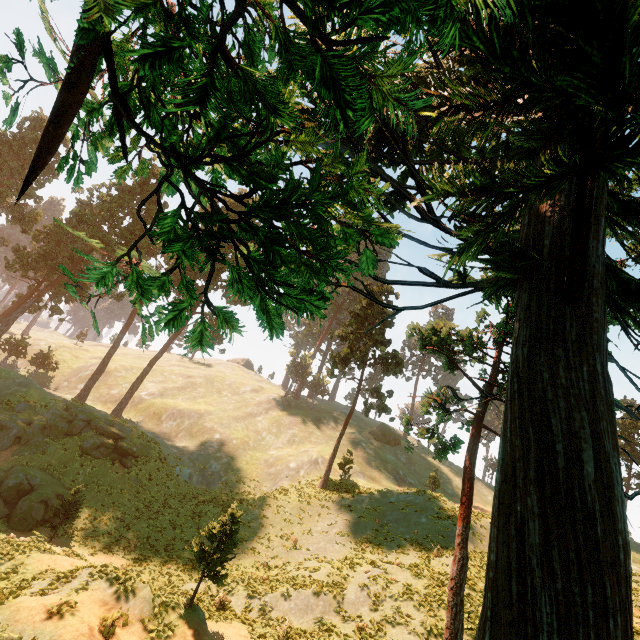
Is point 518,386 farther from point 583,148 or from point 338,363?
point 338,363

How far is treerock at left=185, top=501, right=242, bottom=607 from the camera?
12.19m

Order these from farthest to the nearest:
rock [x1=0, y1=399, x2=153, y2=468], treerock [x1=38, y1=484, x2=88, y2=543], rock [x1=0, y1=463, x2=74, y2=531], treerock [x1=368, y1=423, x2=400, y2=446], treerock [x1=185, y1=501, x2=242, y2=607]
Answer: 1. treerock [x1=368, y1=423, x2=400, y2=446]
2. rock [x1=0, y1=399, x2=153, y2=468]
3. rock [x1=0, y1=463, x2=74, y2=531]
4. treerock [x1=38, y1=484, x2=88, y2=543]
5. treerock [x1=185, y1=501, x2=242, y2=607]

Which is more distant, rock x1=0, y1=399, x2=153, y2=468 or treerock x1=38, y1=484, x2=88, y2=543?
rock x1=0, y1=399, x2=153, y2=468

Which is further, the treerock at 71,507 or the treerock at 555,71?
the treerock at 71,507

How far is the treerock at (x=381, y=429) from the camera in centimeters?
5572cm
